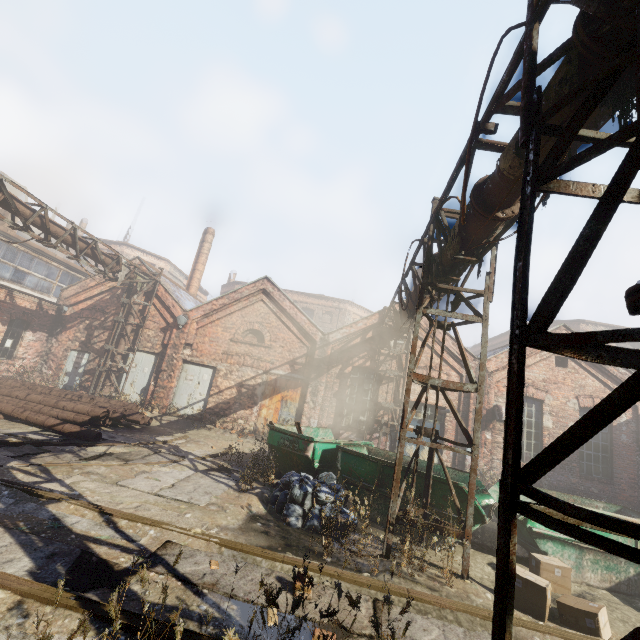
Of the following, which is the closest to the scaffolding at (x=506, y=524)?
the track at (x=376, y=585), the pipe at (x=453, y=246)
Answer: the pipe at (x=453, y=246)

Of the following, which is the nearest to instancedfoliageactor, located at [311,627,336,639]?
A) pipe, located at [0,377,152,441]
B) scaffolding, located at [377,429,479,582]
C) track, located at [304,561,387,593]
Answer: track, located at [304,561,387,593]

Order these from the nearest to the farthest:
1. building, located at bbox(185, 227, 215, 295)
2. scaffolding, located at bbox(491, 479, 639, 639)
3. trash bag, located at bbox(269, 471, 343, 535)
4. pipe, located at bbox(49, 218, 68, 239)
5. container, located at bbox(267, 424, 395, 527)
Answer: scaffolding, located at bbox(491, 479, 639, 639) → trash bag, located at bbox(269, 471, 343, 535) → container, located at bbox(267, 424, 395, 527) → pipe, located at bbox(49, 218, 68, 239) → building, located at bbox(185, 227, 215, 295)

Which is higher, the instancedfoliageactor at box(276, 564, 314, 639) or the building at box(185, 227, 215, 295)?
the building at box(185, 227, 215, 295)

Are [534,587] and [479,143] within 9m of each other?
yes

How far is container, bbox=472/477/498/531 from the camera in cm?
622

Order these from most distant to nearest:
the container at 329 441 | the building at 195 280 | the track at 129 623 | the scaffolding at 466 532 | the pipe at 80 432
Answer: the building at 195 280
the pipe at 80 432
the container at 329 441
the scaffolding at 466 532
the track at 129 623

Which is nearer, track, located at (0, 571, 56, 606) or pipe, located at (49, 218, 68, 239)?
track, located at (0, 571, 56, 606)
